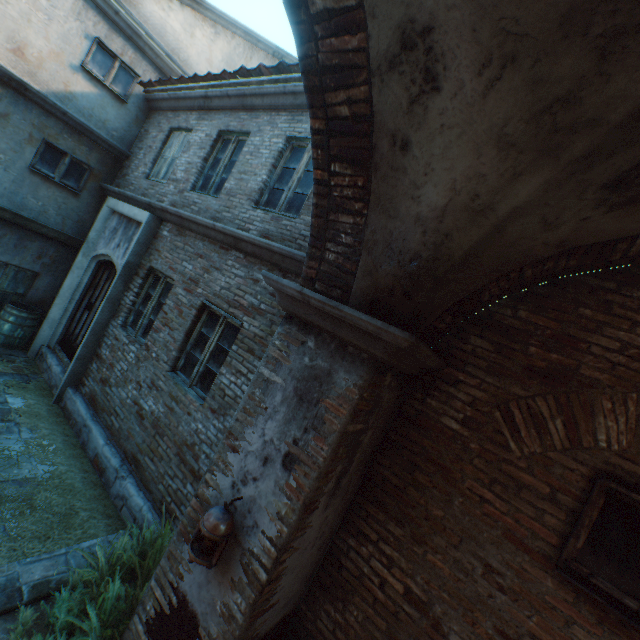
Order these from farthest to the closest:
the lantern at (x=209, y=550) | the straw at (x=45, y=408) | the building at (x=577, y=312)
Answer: the straw at (x=45, y=408), the lantern at (x=209, y=550), the building at (x=577, y=312)

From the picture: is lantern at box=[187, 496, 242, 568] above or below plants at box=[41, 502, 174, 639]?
above

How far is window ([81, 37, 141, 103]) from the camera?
7.1m

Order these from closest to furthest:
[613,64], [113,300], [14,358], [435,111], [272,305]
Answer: [613,64] → [435,111] → [272,305] → [113,300] → [14,358]

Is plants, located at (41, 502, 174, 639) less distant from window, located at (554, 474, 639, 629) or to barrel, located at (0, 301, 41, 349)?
window, located at (554, 474, 639, 629)

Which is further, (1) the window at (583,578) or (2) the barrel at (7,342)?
(2) the barrel at (7,342)

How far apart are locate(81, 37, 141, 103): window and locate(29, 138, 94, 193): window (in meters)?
1.73

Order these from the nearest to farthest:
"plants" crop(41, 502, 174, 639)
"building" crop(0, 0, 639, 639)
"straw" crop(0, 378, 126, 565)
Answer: "building" crop(0, 0, 639, 639) → "plants" crop(41, 502, 174, 639) → "straw" crop(0, 378, 126, 565)
